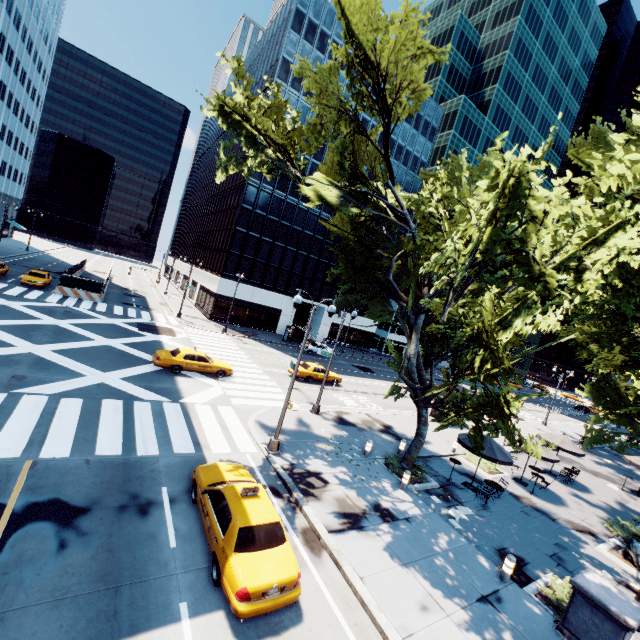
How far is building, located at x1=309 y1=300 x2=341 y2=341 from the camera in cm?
5291

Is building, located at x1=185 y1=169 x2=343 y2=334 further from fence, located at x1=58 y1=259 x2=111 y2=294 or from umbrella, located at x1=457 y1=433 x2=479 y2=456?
umbrella, located at x1=457 y1=433 x2=479 y2=456

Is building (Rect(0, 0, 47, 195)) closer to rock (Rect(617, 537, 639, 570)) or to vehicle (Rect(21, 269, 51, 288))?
vehicle (Rect(21, 269, 51, 288))

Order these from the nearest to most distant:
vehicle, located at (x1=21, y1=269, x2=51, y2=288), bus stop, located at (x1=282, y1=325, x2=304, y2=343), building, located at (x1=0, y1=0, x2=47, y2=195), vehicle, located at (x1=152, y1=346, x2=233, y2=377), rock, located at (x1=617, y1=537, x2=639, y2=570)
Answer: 1. rock, located at (x1=617, y1=537, x2=639, y2=570)
2. vehicle, located at (x1=152, y1=346, x2=233, y2=377)
3. vehicle, located at (x1=21, y1=269, x2=51, y2=288)
4. bus stop, located at (x1=282, y1=325, x2=304, y2=343)
5. building, located at (x1=0, y1=0, x2=47, y2=195)

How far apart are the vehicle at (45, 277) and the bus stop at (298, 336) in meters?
26.7 m

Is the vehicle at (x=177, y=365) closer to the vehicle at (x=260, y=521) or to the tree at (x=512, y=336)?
the tree at (x=512, y=336)

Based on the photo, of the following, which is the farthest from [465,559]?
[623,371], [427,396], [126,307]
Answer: [126,307]
